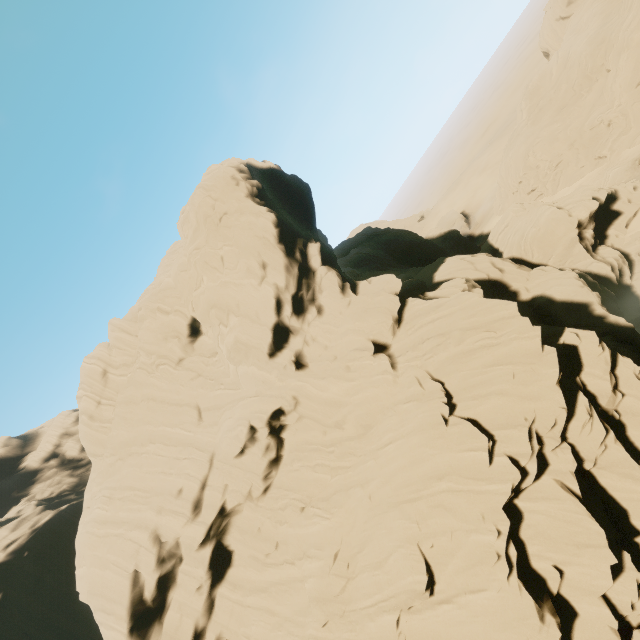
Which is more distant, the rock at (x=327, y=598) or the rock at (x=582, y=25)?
the rock at (x=582, y=25)

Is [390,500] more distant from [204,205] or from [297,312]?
[204,205]

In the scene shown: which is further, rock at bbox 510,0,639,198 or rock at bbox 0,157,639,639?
rock at bbox 510,0,639,198
